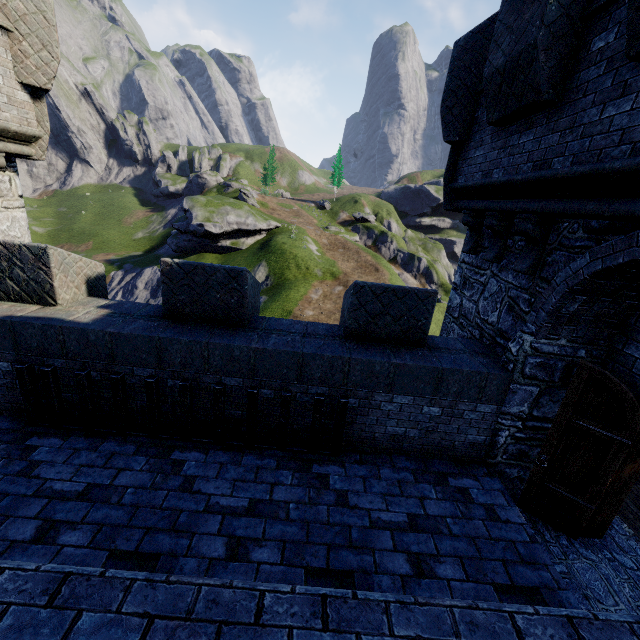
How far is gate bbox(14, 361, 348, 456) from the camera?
4.7 meters

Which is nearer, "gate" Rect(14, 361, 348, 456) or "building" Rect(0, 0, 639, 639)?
"building" Rect(0, 0, 639, 639)

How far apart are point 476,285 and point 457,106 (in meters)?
3.65

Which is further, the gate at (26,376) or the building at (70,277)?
the gate at (26,376)

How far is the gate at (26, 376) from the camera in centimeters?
470cm
